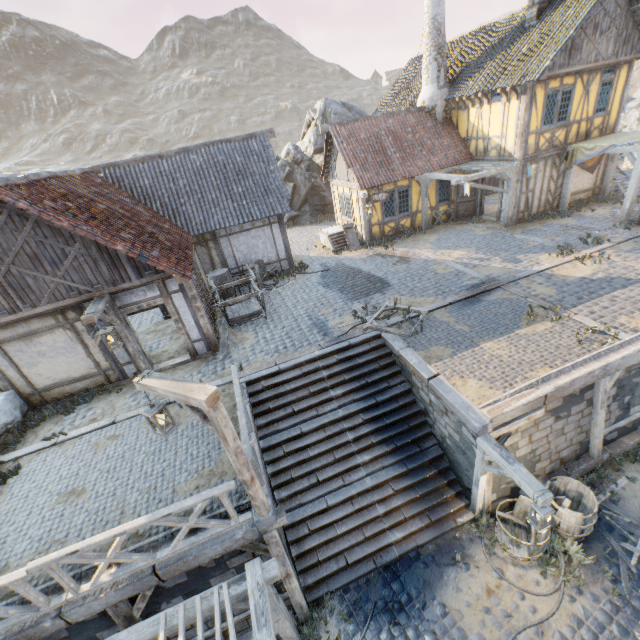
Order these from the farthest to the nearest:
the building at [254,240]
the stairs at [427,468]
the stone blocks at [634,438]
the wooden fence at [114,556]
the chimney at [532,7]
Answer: the chimney at [532,7]
the building at [254,240]
the stone blocks at [634,438]
the stairs at [427,468]
the wooden fence at [114,556]

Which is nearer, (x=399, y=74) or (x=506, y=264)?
(x=506, y=264)

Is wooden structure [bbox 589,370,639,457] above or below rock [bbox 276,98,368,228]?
below

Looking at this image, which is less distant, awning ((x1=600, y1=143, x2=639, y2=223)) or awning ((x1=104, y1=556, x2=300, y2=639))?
awning ((x1=104, y1=556, x2=300, y2=639))

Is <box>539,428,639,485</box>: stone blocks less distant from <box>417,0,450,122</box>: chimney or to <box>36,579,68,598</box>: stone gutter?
<box>36,579,68,598</box>: stone gutter

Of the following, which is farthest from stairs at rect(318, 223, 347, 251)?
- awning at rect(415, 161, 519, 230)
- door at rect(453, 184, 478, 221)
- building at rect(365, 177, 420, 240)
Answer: door at rect(453, 184, 478, 221)

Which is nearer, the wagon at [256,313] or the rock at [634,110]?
the wagon at [256,313]

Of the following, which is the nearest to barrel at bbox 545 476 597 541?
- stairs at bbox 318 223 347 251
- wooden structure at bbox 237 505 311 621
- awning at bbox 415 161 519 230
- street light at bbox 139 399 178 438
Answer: wooden structure at bbox 237 505 311 621
